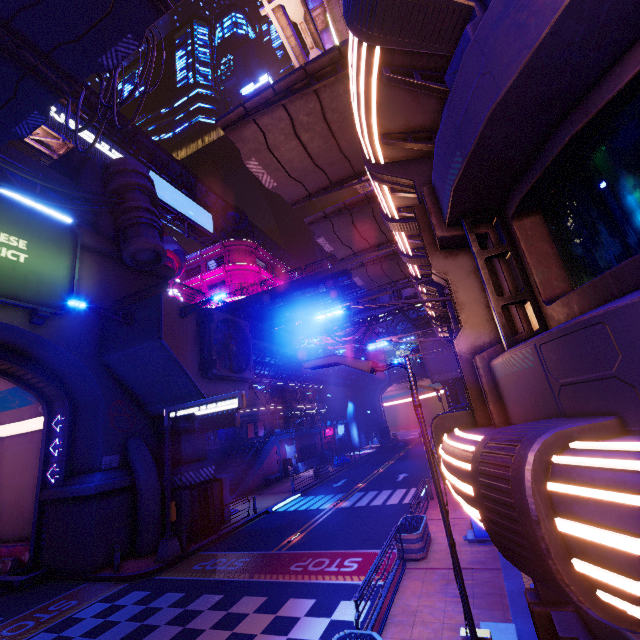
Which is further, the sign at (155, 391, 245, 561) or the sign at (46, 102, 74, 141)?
the sign at (46, 102, 74, 141)

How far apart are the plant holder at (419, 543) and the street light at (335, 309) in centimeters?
897cm

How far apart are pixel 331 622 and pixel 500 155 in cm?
1165

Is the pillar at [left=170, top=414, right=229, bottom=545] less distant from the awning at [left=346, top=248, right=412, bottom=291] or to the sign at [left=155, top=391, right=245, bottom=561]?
the sign at [left=155, top=391, right=245, bottom=561]

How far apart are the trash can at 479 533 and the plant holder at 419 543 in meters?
1.2 m

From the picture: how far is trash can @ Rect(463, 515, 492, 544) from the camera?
11.8m

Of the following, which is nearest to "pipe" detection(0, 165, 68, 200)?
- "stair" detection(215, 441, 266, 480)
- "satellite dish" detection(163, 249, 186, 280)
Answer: "satellite dish" detection(163, 249, 186, 280)

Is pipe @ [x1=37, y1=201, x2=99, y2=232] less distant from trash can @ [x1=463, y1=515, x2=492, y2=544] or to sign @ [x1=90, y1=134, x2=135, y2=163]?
sign @ [x1=90, y1=134, x2=135, y2=163]
